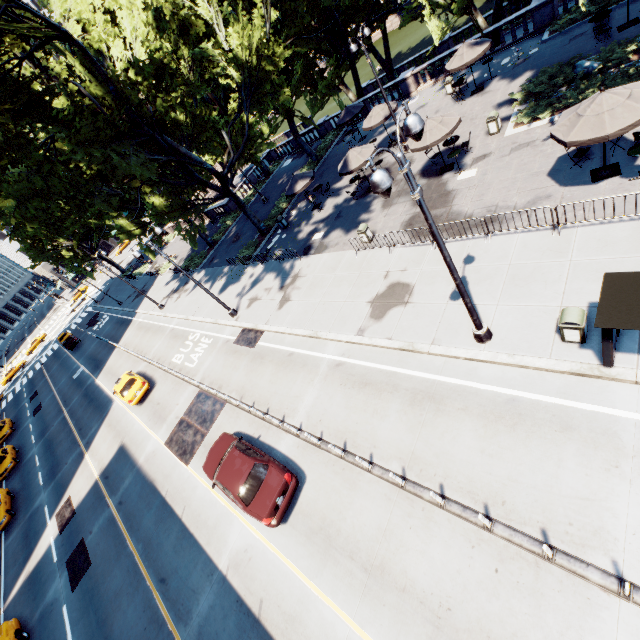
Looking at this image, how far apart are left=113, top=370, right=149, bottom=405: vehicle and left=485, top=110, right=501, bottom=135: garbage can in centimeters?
2659cm

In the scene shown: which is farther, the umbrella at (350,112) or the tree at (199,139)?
the umbrella at (350,112)

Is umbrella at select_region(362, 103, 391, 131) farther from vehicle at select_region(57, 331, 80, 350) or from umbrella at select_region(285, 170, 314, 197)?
vehicle at select_region(57, 331, 80, 350)

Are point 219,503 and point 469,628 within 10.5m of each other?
yes

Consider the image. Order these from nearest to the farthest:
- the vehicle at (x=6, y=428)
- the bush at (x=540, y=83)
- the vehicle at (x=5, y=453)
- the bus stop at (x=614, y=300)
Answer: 1. the bus stop at (x=614, y=300)
2. the bush at (x=540, y=83)
3. the vehicle at (x=5, y=453)
4. the vehicle at (x=6, y=428)

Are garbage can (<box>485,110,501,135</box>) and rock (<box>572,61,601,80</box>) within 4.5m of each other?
yes

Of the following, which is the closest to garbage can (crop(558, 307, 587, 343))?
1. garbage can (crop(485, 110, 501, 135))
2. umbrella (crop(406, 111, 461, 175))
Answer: umbrella (crop(406, 111, 461, 175))

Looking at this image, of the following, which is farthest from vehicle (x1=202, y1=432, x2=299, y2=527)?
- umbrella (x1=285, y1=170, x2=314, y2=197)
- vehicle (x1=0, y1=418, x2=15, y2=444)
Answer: vehicle (x1=0, y1=418, x2=15, y2=444)
